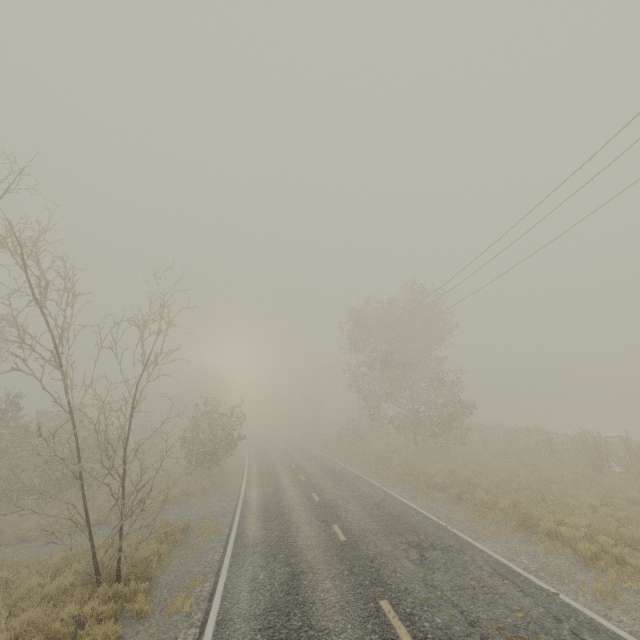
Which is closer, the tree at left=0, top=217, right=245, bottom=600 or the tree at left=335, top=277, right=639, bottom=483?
the tree at left=0, top=217, right=245, bottom=600

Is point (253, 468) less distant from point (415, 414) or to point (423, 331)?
point (415, 414)

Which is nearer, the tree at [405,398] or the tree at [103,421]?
the tree at [103,421]
